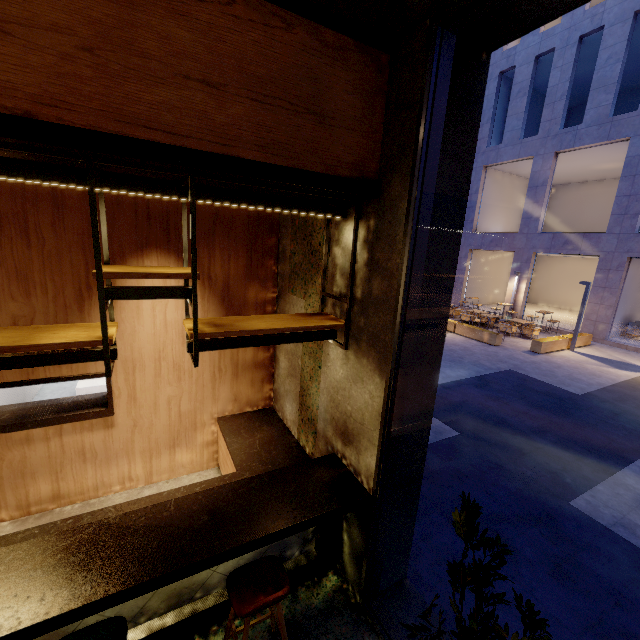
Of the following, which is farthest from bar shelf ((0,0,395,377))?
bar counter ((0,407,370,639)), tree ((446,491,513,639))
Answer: tree ((446,491,513,639))

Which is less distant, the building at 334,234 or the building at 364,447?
the building at 364,447

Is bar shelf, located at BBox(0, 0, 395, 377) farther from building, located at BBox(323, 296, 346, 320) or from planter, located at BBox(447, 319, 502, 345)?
planter, located at BBox(447, 319, 502, 345)

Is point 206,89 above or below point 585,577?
above

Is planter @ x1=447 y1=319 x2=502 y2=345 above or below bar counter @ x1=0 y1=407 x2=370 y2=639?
below

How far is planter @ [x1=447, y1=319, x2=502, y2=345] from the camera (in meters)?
13.34

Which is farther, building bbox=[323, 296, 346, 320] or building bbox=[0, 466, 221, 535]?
building bbox=[0, 466, 221, 535]
